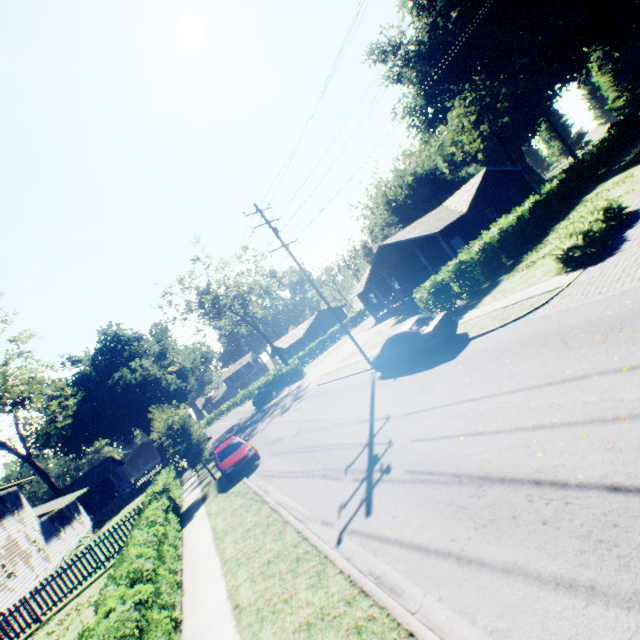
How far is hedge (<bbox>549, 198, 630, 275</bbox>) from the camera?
11.6 meters

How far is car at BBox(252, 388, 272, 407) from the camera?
41.3m

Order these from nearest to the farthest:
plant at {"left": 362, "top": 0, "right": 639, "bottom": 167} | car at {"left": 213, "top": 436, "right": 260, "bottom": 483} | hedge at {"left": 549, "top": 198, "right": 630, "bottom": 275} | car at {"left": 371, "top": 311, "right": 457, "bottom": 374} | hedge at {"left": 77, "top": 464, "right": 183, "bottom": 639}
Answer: hedge at {"left": 77, "top": 464, "right": 183, "bottom": 639} → hedge at {"left": 549, "top": 198, "right": 630, "bottom": 275} → car at {"left": 371, "top": 311, "right": 457, "bottom": 374} → car at {"left": 213, "top": 436, "right": 260, "bottom": 483} → plant at {"left": 362, "top": 0, "right": 639, "bottom": 167}

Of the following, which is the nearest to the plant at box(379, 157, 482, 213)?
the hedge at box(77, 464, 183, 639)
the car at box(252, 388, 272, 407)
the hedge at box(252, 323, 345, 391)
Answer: the hedge at box(77, 464, 183, 639)

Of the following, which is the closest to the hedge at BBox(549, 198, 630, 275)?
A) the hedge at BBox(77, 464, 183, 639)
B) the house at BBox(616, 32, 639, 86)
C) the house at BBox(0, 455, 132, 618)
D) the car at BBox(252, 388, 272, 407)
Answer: the house at BBox(616, 32, 639, 86)

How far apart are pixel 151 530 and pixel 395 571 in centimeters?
908cm

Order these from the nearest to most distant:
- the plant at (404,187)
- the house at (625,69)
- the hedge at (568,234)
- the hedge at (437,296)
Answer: the hedge at (568,234)
the hedge at (437,296)
the house at (625,69)
the plant at (404,187)

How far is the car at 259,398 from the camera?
41.31m
